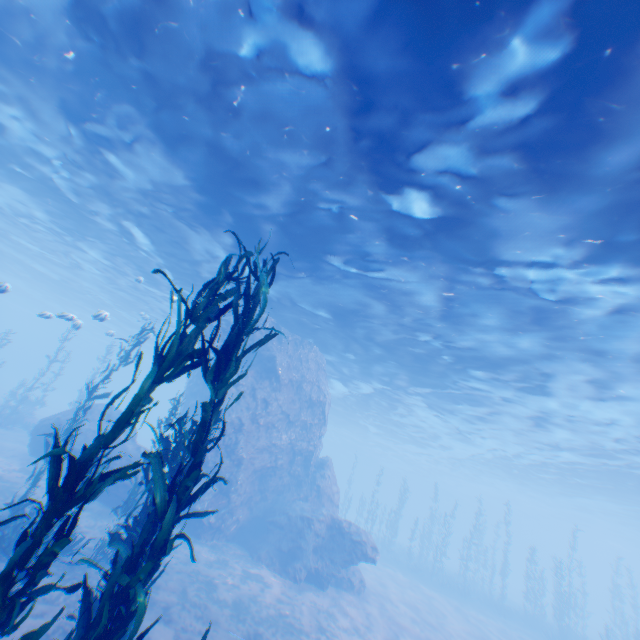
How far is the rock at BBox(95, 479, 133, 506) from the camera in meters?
14.8

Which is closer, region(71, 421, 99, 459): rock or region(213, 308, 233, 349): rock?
region(71, 421, 99, 459): rock

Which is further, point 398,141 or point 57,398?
point 57,398

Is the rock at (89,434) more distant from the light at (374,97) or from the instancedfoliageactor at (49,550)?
the instancedfoliageactor at (49,550)

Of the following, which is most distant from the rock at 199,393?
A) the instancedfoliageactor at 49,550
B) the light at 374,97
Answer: the instancedfoliageactor at 49,550

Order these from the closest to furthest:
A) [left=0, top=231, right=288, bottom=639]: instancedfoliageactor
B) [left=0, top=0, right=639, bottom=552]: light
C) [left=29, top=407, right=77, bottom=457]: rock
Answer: [left=0, top=231, right=288, bottom=639]: instancedfoliageactor
[left=0, top=0, right=639, bottom=552]: light
[left=29, top=407, right=77, bottom=457]: rock

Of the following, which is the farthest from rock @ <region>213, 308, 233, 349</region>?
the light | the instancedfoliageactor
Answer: the instancedfoliageactor
